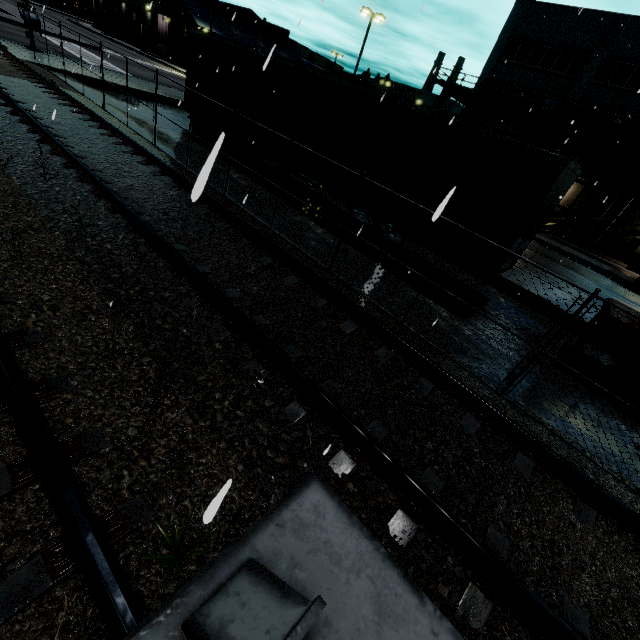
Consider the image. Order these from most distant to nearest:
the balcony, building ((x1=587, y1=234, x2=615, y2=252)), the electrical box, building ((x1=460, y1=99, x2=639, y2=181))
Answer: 1. building ((x1=587, y1=234, x2=615, y2=252))
2. the electrical box
3. building ((x1=460, y1=99, x2=639, y2=181))
4. the balcony

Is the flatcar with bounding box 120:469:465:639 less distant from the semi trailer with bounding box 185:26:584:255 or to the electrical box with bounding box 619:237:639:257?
the semi trailer with bounding box 185:26:584:255

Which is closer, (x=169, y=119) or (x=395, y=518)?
(x=395, y=518)

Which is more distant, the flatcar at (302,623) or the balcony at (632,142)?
the balcony at (632,142)

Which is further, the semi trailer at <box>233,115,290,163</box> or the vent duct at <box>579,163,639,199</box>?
the vent duct at <box>579,163,639,199</box>

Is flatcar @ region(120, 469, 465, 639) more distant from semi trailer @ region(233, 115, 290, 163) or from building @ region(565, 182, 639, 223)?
semi trailer @ region(233, 115, 290, 163)

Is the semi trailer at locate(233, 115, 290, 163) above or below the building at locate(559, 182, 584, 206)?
below

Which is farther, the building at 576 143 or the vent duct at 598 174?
the building at 576 143
